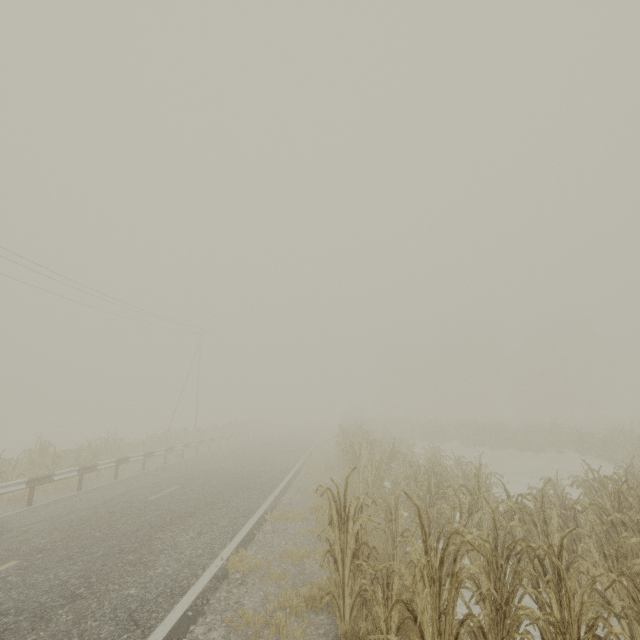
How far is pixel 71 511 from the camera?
8.84m
